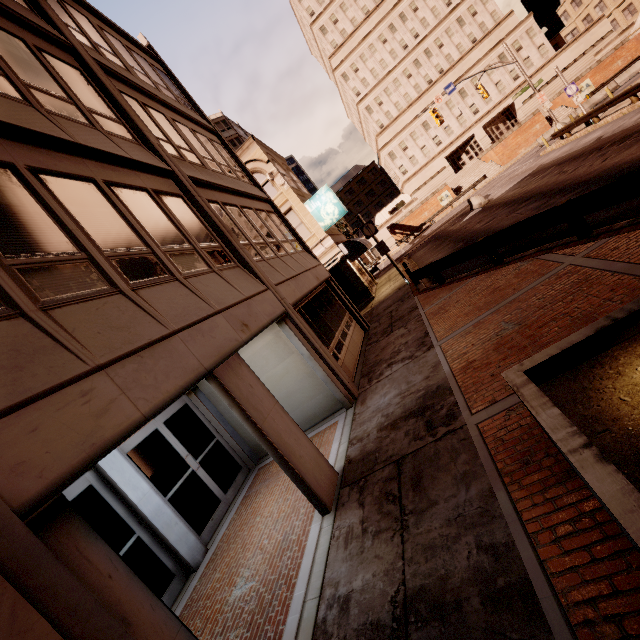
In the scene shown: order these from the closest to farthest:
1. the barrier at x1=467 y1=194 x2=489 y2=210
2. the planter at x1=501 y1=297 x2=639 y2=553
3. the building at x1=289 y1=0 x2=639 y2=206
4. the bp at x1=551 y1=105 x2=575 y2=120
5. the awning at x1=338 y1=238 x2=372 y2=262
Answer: the planter at x1=501 y1=297 x2=639 y2=553 < the awning at x1=338 y1=238 x2=372 y2=262 < the barrier at x1=467 y1=194 x2=489 y2=210 < the bp at x1=551 y1=105 x2=575 y2=120 < the building at x1=289 y1=0 x2=639 y2=206

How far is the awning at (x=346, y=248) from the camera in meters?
21.5

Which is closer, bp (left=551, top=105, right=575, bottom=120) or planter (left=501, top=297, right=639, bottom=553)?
planter (left=501, top=297, right=639, bottom=553)

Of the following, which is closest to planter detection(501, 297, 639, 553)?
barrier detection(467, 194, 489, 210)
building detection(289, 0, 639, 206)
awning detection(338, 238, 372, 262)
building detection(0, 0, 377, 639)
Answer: building detection(0, 0, 377, 639)

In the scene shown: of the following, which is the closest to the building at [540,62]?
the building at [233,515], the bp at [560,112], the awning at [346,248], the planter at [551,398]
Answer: the bp at [560,112]

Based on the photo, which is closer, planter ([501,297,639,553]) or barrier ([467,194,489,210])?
planter ([501,297,639,553])

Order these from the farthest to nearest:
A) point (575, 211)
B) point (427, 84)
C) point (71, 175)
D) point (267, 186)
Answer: point (427, 84) < point (267, 186) < point (575, 211) < point (71, 175)

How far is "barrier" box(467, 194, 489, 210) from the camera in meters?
25.2
